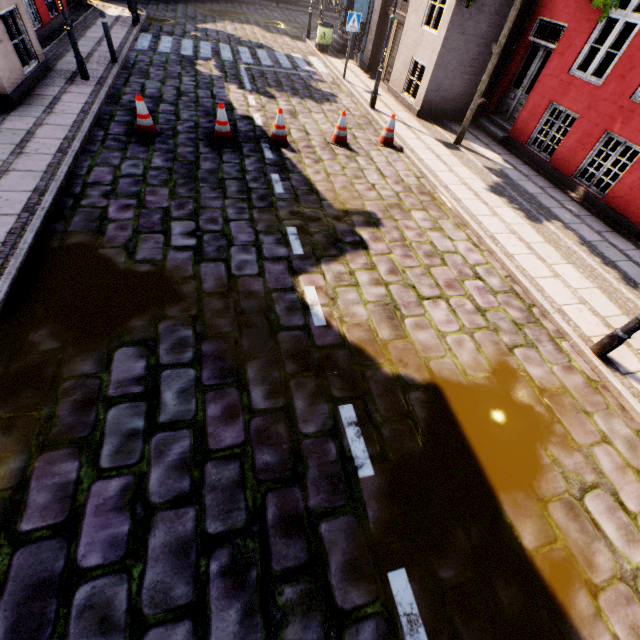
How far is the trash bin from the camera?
14.46m

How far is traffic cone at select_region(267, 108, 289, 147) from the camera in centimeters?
759cm

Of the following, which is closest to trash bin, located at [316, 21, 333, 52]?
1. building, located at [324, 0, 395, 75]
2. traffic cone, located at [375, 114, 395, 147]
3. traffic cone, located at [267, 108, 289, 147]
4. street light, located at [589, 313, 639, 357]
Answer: building, located at [324, 0, 395, 75]

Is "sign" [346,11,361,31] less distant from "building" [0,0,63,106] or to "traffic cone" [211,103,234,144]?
"traffic cone" [211,103,234,144]

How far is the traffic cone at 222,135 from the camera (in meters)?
7.23

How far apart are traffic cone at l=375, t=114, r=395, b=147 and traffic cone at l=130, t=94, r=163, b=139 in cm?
553

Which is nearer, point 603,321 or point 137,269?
point 137,269

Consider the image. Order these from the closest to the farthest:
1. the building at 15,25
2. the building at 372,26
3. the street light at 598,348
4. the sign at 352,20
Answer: the street light at 598,348, the building at 15,25, the sign at 352,20, the building at 372,26
